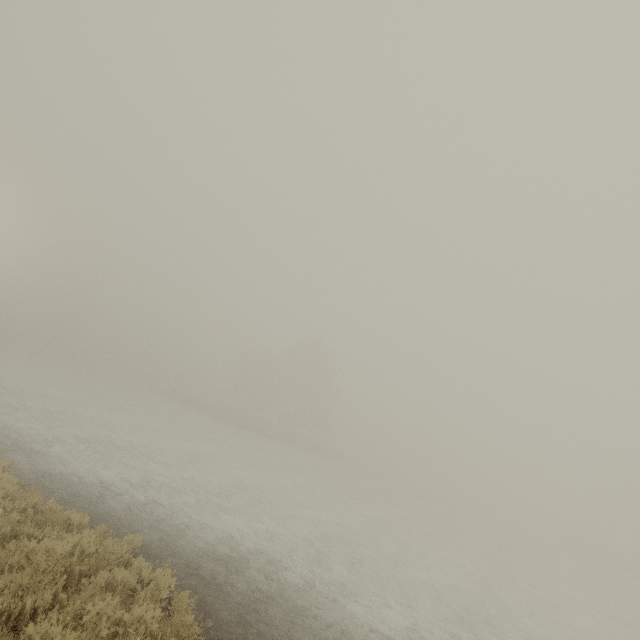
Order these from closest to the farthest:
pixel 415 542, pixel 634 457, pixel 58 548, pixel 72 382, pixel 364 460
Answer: pixel 58 548, pixel 415 542, pixel 72 382, pixel 634 457, pixel 364 460
